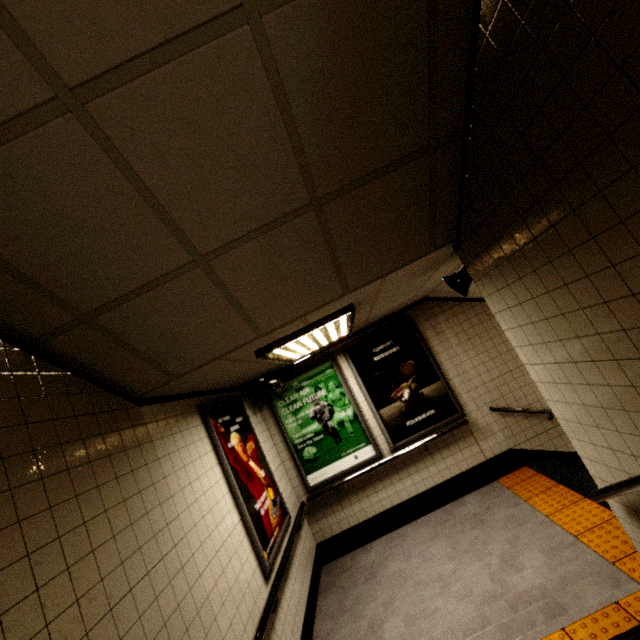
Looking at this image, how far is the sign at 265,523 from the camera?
3.2 meters

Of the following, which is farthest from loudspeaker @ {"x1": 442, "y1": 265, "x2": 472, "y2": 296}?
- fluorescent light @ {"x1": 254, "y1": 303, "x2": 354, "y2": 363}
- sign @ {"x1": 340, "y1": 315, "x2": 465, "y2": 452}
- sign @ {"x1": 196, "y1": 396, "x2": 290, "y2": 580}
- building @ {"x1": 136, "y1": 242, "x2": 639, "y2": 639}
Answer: sign @ {"x1": 196, "y1": 396, "x2": 290, "y2": 580}

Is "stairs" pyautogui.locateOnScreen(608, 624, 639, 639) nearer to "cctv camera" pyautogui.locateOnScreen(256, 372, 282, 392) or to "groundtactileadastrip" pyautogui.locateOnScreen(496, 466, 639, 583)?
"groundtactileadastrip" pyautogui.locateOnScreen(496, 466, 639, 583)

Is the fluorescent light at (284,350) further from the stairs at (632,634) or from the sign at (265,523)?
the sign at (265,523)

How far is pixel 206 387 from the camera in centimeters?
358cm

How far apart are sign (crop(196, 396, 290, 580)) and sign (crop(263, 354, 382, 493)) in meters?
0.7

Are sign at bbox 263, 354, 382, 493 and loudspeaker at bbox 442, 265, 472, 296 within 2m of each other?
no

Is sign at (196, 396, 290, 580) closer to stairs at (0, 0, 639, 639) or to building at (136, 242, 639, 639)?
→ building at (136, 242, 639, 639)
